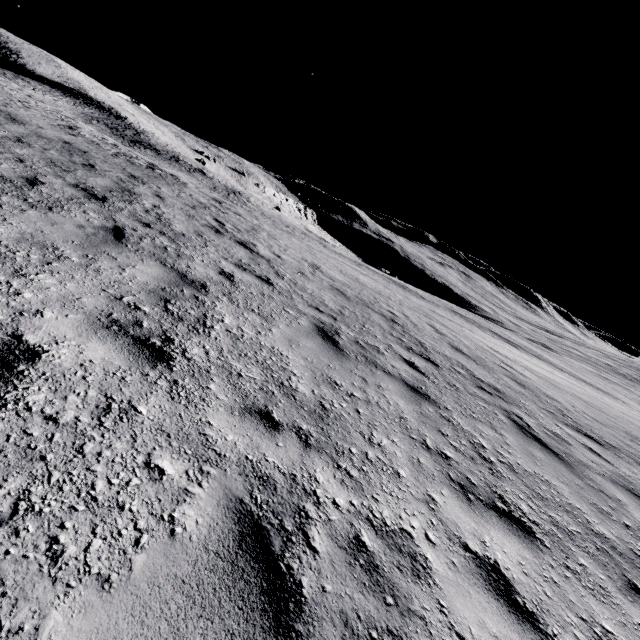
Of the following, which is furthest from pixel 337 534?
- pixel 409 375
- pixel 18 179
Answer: pixel 18 179
